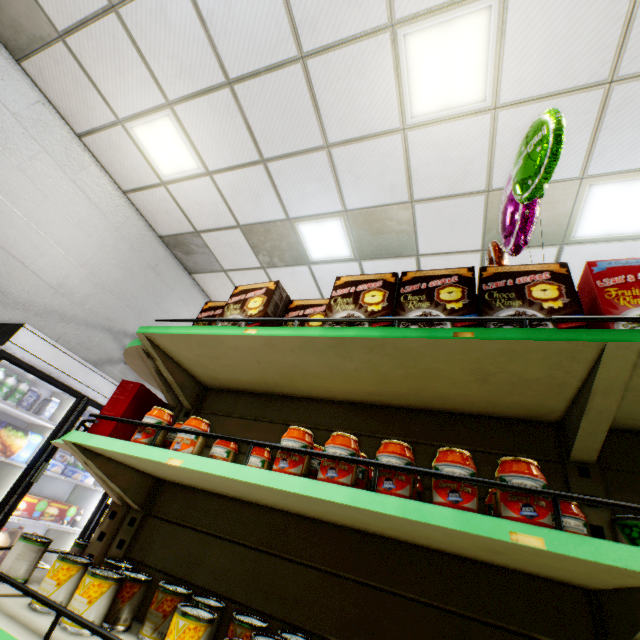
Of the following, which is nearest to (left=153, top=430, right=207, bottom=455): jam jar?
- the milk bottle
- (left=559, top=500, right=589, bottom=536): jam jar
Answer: (left=559, top=500, right=589, bottom=536): jam jar

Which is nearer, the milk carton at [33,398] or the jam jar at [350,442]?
the jam jar at [350,442]

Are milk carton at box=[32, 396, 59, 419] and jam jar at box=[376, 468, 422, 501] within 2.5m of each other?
no

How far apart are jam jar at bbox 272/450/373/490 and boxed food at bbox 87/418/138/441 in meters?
Result: 1.2

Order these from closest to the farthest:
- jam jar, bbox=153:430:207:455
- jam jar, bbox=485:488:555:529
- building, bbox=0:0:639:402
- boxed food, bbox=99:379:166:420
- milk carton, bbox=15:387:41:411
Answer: jam jar, bbox=485:488:555:529, jam jar, bbox=153:430:207:455, boxed food, bbox=99:379:166:420, building, bbox=0:0:639:402, milk carton, bbox=15:387:41:411

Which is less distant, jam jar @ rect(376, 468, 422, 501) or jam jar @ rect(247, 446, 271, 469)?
jam jar @ rect(376, 468, 422, 501)

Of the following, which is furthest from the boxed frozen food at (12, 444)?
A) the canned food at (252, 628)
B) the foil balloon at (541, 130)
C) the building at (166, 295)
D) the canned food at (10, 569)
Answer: the foil balloon at (541, 130)

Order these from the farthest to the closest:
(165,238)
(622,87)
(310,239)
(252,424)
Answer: (165,238)
(310,239)
(622,87)
(252,424)
